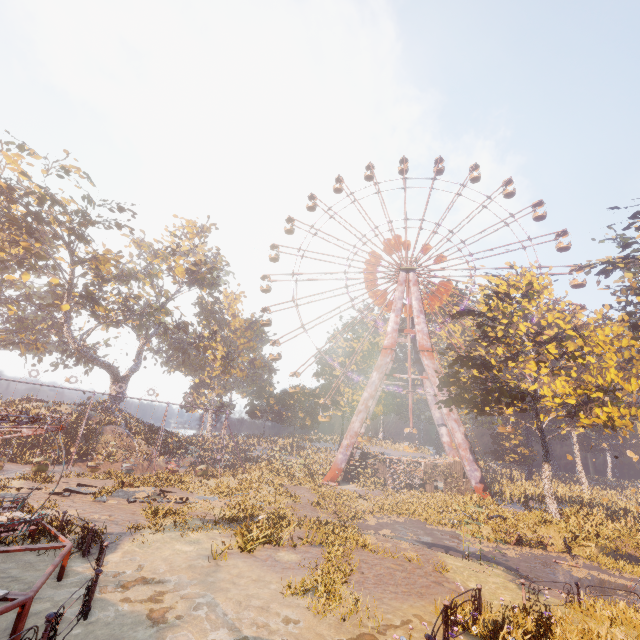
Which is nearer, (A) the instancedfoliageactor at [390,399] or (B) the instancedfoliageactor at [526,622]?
(B) the instancedfoliageactor at [526,622]

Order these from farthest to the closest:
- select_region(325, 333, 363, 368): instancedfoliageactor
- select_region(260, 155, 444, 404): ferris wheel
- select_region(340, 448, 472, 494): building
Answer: select_region(325, 333, 363, 368): instancedfoliageactor, select_region(260, 155, 444, 404): ferris wheel, select_region(340, 448, 472, 494): building

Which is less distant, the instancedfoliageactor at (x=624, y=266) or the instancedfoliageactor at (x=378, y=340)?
the instancedfoliageactor at (x=624, y=266)

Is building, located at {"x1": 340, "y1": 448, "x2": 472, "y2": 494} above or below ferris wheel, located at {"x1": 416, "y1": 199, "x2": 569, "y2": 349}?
below

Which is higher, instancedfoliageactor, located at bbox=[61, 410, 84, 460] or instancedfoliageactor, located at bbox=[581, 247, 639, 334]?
instancedfoliageactor, located at bbox=[581, 247, 639, 334]

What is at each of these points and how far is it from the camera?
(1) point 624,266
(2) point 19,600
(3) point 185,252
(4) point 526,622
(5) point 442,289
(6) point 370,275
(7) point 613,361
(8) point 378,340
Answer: (1) instancedfoliageactor, 32.2m
(2) merry-go-round, 6.3m
(3) tree, 51.6m
(4) instancedfoliageactor, 8.9m
(5) ferris wheel, 42.9m
(6) ferris wheel, 45.7m
(7) tree, 19.9m
(8) instancedfoliageactor, 51.6m

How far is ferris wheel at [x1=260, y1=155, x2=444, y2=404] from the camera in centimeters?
4381cm

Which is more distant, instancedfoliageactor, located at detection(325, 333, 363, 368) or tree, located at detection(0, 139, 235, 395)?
instancedfoliageactor, located at detection(325, 333, 363, 368)
